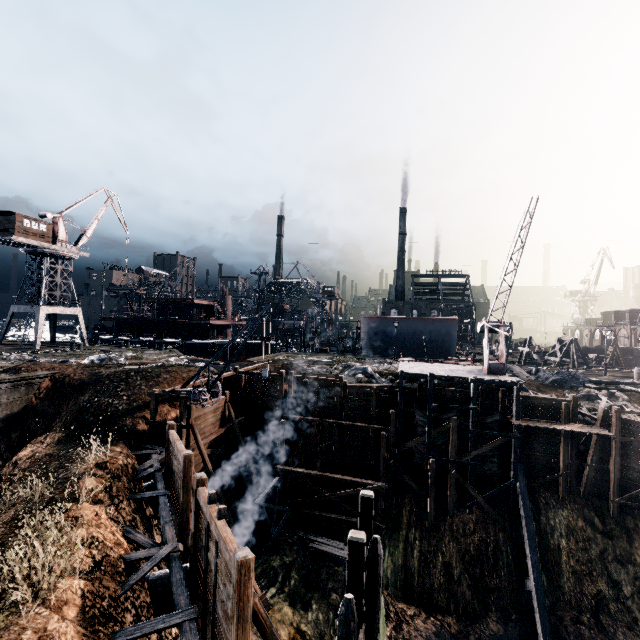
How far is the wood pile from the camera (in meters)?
21.81

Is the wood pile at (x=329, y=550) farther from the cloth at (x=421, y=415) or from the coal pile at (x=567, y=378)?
the coal pile at (x=567, y=378)

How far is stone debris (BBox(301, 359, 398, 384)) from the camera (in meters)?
29.67

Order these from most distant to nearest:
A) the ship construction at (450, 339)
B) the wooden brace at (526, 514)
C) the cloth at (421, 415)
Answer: the ship construction at (450, 339), the cloth at (421, 415), the wooden brace at (526, 514)

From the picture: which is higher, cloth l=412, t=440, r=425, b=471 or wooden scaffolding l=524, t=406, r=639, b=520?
cloth l=412, t=440, r=425, b=471

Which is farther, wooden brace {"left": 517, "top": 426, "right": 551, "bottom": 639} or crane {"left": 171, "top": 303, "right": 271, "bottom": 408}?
crane {"left": 171, "top": 303, "right": 271, "bottom": 408}

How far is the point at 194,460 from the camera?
22.44m

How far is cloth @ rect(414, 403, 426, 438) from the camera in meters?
25.1 m
